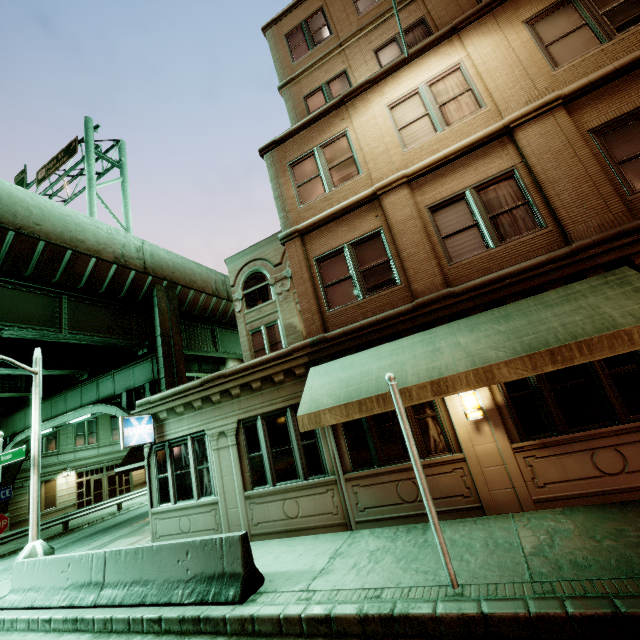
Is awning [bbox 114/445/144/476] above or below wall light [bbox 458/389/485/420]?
above

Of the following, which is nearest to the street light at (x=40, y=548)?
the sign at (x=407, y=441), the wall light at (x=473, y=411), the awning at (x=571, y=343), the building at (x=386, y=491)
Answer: the building at (x=386, y=491)

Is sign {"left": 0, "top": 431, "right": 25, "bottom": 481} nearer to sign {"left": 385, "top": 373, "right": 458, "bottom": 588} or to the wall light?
sign {"left": 385, "top": 373, "right": 458, "bottom": 588}

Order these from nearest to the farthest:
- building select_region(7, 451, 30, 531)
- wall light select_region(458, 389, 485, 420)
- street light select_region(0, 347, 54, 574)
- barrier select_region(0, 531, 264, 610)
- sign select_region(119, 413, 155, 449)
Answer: barrier select_region(0, 531, 264, 610), wall light select_region(458, 389, 485, 420), street light select_region(0, 347, 54, 574), sign select_region(119, 413, 155, 449), building select_region(7, 451, 30, 531)

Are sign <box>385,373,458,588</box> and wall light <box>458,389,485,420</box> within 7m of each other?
yes

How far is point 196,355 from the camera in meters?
30.1 m

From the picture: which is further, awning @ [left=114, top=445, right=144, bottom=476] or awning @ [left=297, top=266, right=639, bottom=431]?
awning @ [left=114, top=445, right=144, bottom=476]

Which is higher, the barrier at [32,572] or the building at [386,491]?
the building at [386,491]
